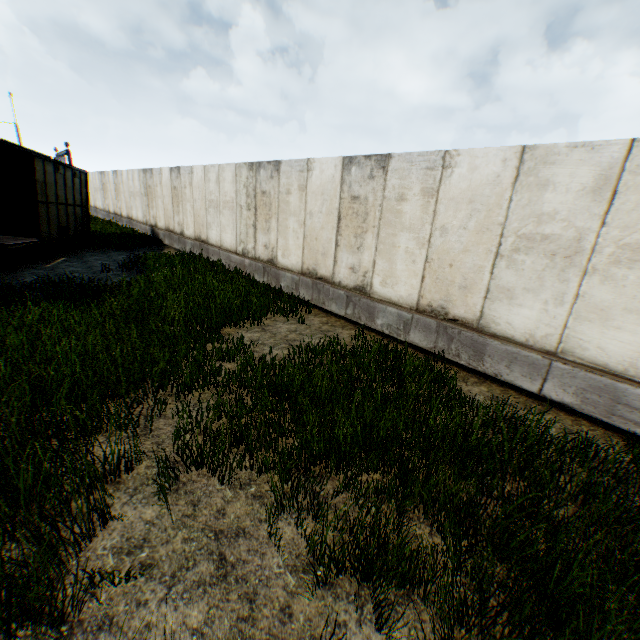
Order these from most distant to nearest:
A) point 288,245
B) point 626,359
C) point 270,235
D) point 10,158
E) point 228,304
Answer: point 10,158
point 270,235
point 288,245
point 228,304
point 626,359
